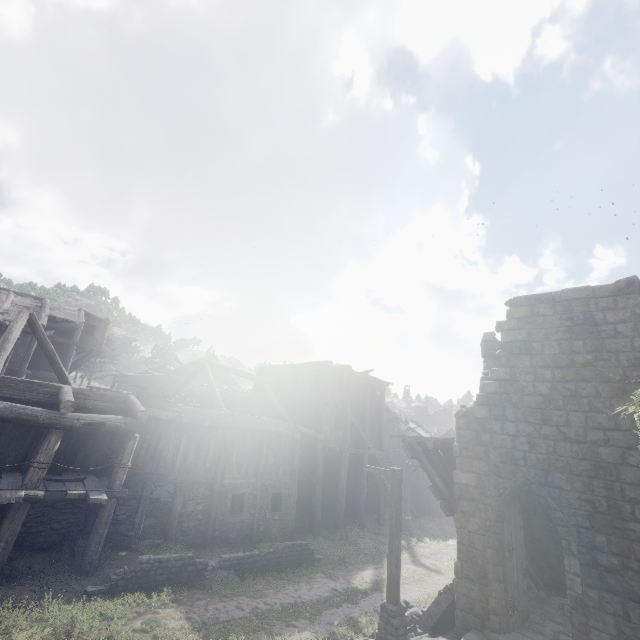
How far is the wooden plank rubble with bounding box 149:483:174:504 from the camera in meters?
18.3 m

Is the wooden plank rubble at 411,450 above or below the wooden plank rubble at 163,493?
above

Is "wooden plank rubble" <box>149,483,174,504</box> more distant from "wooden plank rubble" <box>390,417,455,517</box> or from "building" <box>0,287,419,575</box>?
"wooden plank rubble" <box>390,417,455,517</box>

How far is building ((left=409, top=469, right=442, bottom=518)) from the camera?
28.7m

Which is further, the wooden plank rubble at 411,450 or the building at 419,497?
the building at 419,497

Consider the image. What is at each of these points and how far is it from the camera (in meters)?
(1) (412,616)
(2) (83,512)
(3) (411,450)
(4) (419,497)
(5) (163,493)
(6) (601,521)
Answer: (1) rubble, 10.65
(2) building, 11.97
(3) wooden plank rubble, 11.81
(4) building, 30.11
(5) wooden plank rubble, 19.20
(6) building, 8.04

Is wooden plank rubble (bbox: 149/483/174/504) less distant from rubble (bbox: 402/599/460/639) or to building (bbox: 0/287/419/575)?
building (bbox: 0/287/419/575)

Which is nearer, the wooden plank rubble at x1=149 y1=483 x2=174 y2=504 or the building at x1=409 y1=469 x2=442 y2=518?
the wooden plank rubble at x1=149 y1=483 x2=174 y2=504
